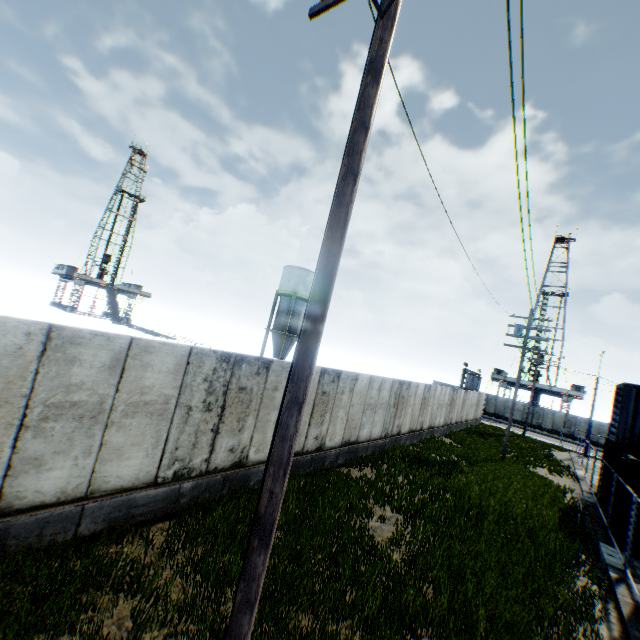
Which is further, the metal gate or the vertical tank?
the metal gate

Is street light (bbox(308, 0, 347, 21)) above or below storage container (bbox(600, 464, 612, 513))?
above

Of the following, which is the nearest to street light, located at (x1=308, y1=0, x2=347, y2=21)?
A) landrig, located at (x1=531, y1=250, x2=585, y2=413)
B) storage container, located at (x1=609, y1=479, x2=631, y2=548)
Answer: storage container, located at (x1=609, y1=479, x2=631, y2=548)

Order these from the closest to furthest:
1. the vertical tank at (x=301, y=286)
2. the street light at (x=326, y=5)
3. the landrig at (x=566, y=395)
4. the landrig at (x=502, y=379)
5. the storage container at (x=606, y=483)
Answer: the street light at (x=326, y=5) < the storage container at (x=606, y=483) < the vertical tank at (x=301, y=286) < the landrig at (x=566, y=395) < the landrig at (x=502, y=379)

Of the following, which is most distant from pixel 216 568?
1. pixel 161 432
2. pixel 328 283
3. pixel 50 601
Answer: pixel 328 283

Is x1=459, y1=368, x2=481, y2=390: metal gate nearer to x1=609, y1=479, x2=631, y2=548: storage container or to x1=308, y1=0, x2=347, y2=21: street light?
x1=609, y1=479, x2=631, y2=548: storage container

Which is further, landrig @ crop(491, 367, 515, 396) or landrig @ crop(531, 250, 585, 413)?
landrig @ crop(491, 367, 515, 396)

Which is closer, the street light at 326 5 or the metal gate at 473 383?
the street light at 326 5
